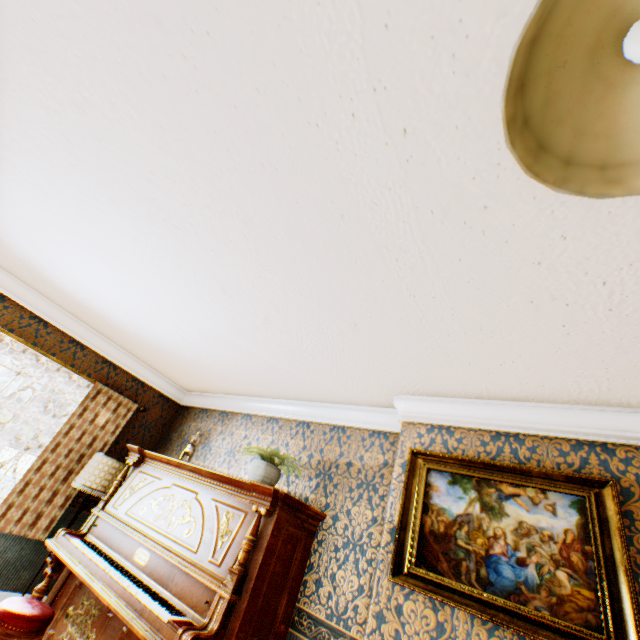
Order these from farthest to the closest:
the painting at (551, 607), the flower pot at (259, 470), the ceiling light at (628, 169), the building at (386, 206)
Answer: the flower pot at (259, 470), the painting at (551, 607), the building at (386, 206), the ceiling light at (628, 169)

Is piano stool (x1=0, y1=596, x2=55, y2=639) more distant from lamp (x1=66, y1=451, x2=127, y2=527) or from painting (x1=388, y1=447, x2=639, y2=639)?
painting (x1=388, y1=447, x2=639, y2=639)

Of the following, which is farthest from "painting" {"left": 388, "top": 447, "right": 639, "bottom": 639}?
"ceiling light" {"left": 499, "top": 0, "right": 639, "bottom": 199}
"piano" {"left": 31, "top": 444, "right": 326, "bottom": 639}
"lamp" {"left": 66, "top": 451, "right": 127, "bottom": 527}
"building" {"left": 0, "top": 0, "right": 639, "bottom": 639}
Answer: "lamp" {"left": 66, "top": 451, "right": 127, "bottom": 527}

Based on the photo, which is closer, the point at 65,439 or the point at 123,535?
the point at 123,535

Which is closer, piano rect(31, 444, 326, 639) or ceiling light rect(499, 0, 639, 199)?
ceiling light rect(499, 0, 639, 199)

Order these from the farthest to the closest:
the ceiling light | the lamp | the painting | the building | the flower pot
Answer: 1. the lamp
2. the flower pot
3. the painting
4. the building
5. the ceiling light

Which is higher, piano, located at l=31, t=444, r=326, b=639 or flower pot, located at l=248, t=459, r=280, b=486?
flower pot, located at l=248, t=459, r=280, b=486

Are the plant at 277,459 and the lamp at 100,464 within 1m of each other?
no
